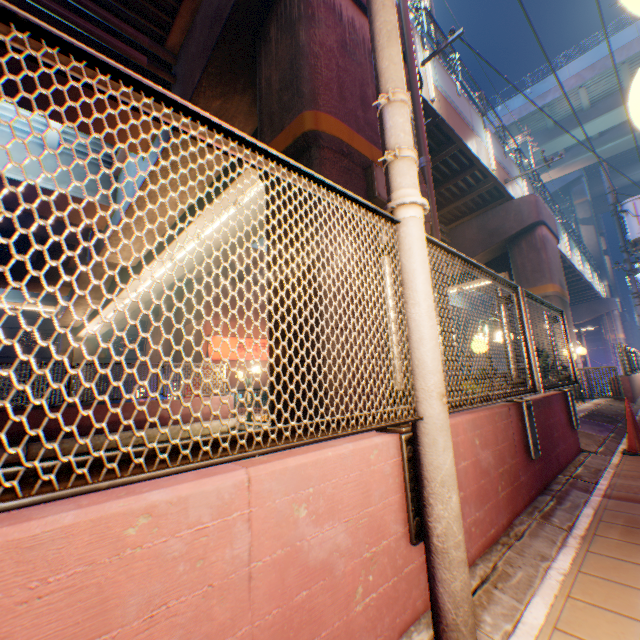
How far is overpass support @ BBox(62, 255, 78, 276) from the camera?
18.6m

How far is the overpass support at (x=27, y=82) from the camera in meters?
6.6

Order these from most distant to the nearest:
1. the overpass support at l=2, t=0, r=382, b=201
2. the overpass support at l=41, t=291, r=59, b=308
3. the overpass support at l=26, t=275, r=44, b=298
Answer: the overpass support at l=41, t=291, r=59, b=308, the overpass support at l=26, t=275, r=44, b=298, the overpass support at l=2, t=0, r=382, b=201

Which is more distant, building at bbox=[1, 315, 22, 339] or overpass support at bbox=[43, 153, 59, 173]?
building at bbox=[1, 315, 22, 339]

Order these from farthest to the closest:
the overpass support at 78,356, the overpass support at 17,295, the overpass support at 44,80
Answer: the overpass support at 78,356
the overpass support at 17,295
the overpass support at 44,80

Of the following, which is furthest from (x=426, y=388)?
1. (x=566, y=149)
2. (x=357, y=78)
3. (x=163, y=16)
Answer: (x=566, y=149)

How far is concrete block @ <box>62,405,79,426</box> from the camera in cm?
912

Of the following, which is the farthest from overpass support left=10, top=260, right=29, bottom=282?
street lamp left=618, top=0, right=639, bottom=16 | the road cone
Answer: street lamp left=618, top=0, right=639, bottom=16
